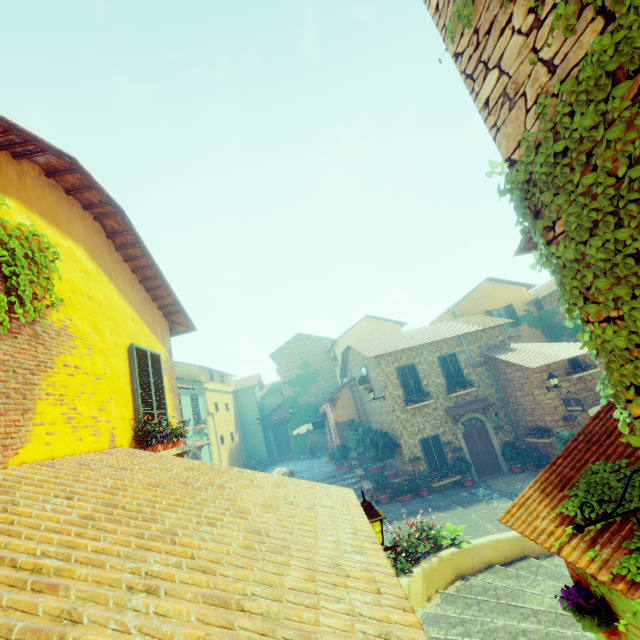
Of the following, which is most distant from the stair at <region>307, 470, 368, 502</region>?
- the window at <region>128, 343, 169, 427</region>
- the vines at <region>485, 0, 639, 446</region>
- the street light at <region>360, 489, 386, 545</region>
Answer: the window at <region>128, 343, 169, 427</region>

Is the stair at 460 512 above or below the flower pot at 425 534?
below

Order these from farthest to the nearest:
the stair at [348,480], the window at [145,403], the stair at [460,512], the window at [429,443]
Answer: the stair at [348,480]
the window at [429,443]
the stair at [460,512]
the window at [145,403]

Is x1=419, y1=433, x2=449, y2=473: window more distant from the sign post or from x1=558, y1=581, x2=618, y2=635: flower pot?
x1=558, y1=581, x2=618, y2=635: flower pot

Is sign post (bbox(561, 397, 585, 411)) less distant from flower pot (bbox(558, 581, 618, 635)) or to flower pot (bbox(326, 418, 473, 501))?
flower pot (bbox(326, 418, 473, 501))

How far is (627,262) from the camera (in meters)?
1.94

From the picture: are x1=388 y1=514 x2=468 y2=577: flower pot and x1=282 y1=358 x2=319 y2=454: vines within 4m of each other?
no

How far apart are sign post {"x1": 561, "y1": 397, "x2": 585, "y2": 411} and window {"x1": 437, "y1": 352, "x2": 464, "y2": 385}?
4.25m
